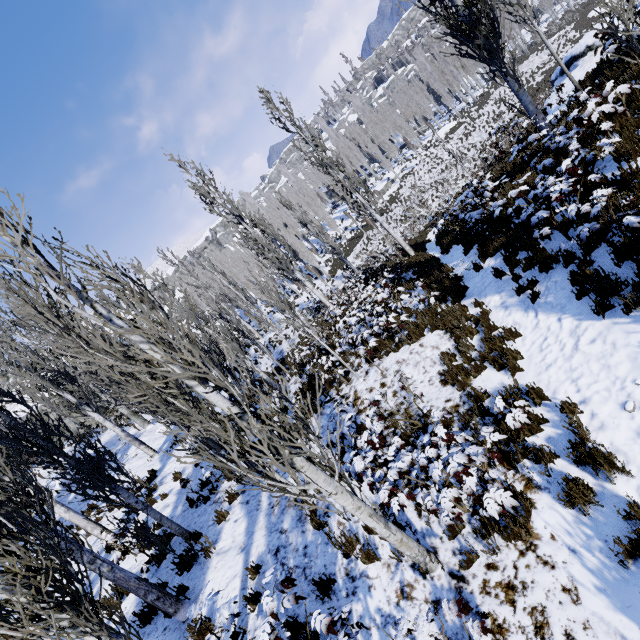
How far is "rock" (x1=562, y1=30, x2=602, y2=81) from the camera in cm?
1375

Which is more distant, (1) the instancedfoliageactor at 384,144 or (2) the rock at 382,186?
(1) the instancedfoliageactor at 384,144

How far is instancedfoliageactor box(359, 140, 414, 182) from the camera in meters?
45.8 m

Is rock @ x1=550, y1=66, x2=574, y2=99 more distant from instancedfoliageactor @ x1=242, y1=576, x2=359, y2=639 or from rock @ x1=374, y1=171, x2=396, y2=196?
rock @ x1=374, y1=171, x2=396, y2=196

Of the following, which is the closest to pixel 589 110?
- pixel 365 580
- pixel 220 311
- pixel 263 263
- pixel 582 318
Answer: pixel 582 318

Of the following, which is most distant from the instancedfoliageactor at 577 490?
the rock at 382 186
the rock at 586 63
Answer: the rock at 586 63

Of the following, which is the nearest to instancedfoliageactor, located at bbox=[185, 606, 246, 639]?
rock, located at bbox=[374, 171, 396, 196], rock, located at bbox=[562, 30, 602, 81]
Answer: rock, located at bbox=[374, 171, 396, 196]
